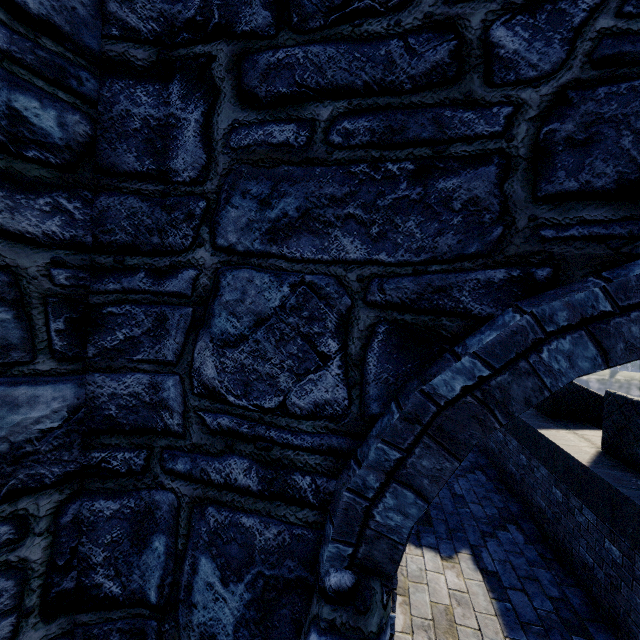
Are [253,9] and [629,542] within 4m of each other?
no
